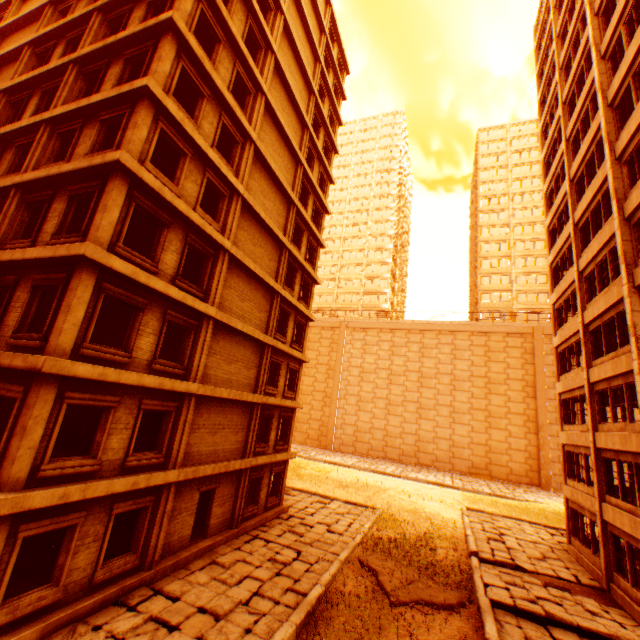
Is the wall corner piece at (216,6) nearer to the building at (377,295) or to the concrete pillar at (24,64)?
the concrete pillar at (24,64)

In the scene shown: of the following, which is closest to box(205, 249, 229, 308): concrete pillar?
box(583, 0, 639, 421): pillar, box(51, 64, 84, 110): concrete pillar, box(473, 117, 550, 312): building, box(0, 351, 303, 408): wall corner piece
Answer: box(0, 351, 303, 408): wall corner piece

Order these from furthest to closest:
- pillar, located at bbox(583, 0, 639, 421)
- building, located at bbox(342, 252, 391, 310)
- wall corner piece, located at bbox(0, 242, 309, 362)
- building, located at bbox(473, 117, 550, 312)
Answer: building, located at bbox(342, 252, 391, 310), building, located at bbox(473, 117, 550, 312), pillar, located at bbox(583, 0, 639, 421), wall corner piece, located at bbox(0, 242, 309, 362)

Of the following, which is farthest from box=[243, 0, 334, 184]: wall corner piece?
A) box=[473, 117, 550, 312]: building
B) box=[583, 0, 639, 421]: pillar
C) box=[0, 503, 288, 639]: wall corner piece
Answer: box=[473, 117, 550, 312]: building

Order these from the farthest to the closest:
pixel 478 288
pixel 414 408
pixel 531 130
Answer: pixel 531 130, pixel 478 288, pixel 414 408

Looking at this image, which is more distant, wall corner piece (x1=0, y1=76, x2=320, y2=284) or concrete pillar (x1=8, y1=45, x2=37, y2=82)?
concrete pillar (x1=8, y1=45, x2=37, y2=82)

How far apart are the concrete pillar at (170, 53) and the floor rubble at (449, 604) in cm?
1900

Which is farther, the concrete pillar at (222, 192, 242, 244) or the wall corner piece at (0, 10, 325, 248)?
the concrete pillar at (222, 192, 242, 244)
